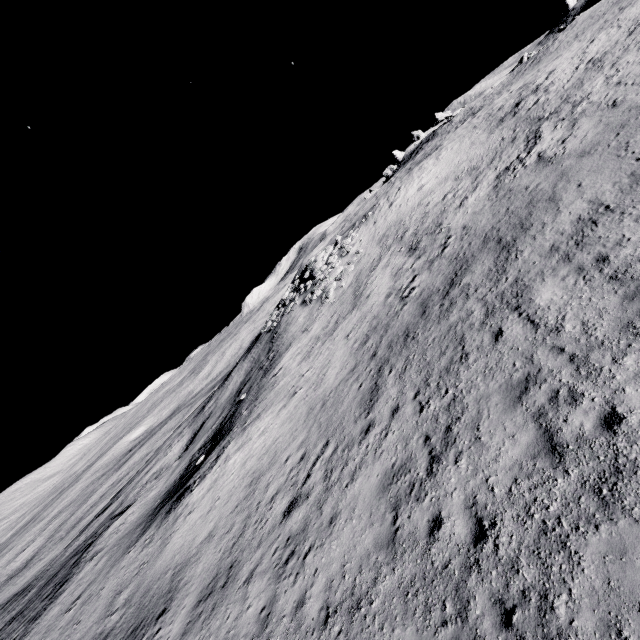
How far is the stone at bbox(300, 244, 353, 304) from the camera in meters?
26.5 m

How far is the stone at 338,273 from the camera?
26.52m

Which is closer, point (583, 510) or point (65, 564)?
point (583, 510)
